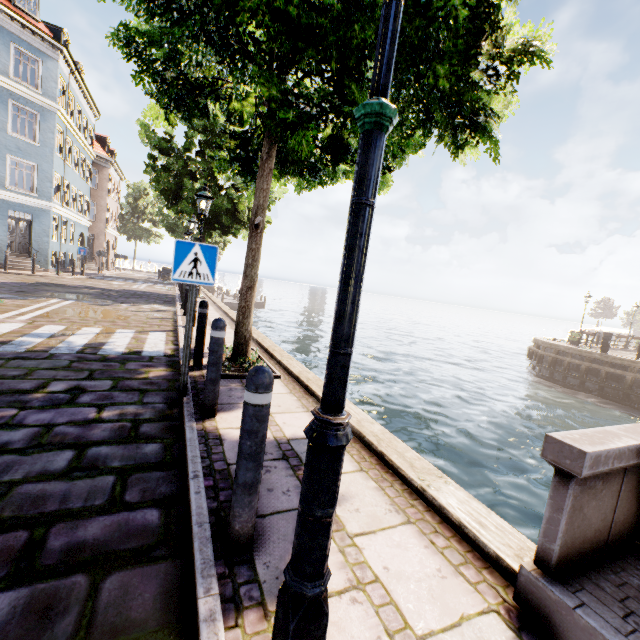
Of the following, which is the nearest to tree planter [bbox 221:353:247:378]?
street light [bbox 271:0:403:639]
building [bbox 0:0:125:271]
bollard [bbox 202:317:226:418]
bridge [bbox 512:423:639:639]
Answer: bollard [bbox 202:317:226:418]

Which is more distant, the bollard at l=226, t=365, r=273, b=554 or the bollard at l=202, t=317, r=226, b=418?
the bollard at l=202, t=317, r=226, b=418

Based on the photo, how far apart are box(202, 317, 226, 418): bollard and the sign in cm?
58

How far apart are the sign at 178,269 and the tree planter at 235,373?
1.7m

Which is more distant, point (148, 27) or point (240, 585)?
point (148, 27)

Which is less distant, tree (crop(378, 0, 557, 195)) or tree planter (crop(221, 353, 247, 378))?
tree (crop(378, 0, 557, 195))

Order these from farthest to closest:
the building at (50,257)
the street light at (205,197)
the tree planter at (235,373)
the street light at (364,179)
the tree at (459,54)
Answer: the building at (50,257)
the street light at (205,197)
the tree planter at (235,373)
the tree at (459,54)
the street light at (364,179)

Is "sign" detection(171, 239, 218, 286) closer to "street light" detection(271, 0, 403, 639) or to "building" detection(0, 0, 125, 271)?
"street light" detection(271, 0, 403, 639)
